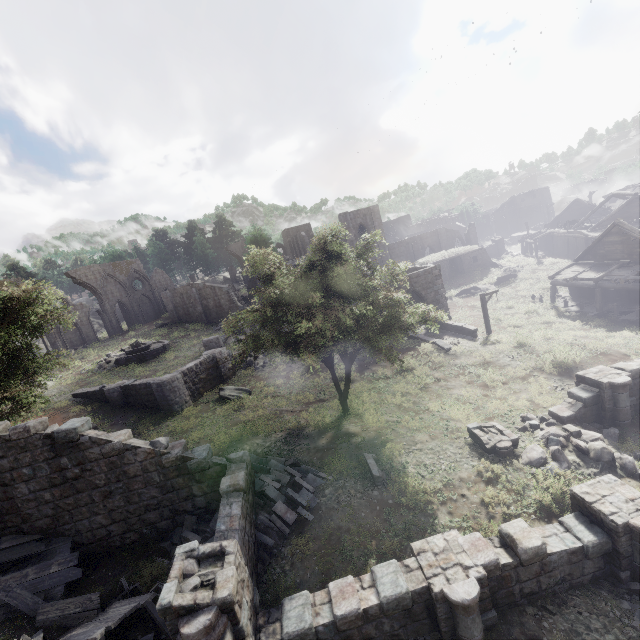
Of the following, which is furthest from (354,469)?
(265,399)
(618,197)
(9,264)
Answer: (9,264)

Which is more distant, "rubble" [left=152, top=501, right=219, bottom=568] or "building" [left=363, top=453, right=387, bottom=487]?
"building" [left=363, top=453, right=387, bottom=487]

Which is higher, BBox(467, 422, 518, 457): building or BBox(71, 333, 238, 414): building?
BBox(71, 333, 238, 414): building

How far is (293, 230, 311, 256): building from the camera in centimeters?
5297cm

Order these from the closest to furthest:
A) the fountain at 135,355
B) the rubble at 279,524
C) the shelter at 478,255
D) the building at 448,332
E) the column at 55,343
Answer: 1. the rubble at 279,524
2. the building at 448,332
3. the fountain at 135,355
4. the column at 55,343
5. the shelter at 478,255

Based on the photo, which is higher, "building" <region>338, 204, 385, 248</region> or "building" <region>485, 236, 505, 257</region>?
"building" <region>338, 204, 385, 248</region>

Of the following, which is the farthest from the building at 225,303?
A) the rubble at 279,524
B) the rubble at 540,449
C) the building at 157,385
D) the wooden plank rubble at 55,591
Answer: the wooden plank rubble at 55,591

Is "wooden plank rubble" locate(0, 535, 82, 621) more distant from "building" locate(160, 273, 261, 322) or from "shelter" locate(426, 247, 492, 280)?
"shelter" locate(426, 247, 492, 280)
